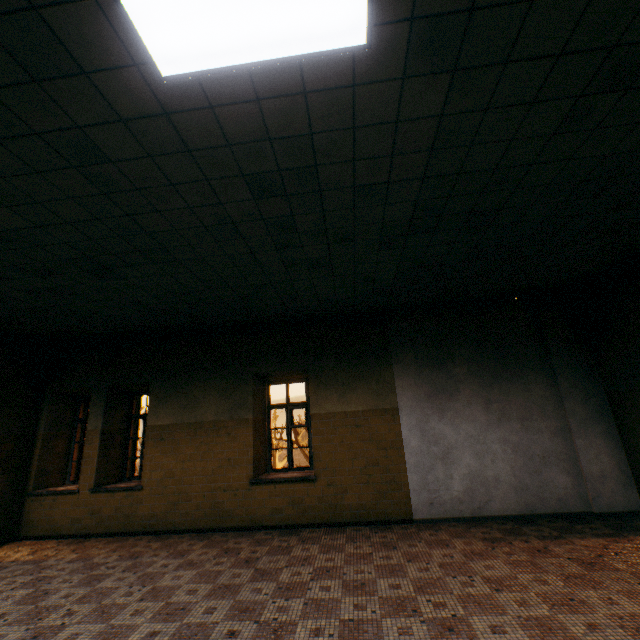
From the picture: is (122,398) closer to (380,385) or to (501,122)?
(380,385)
